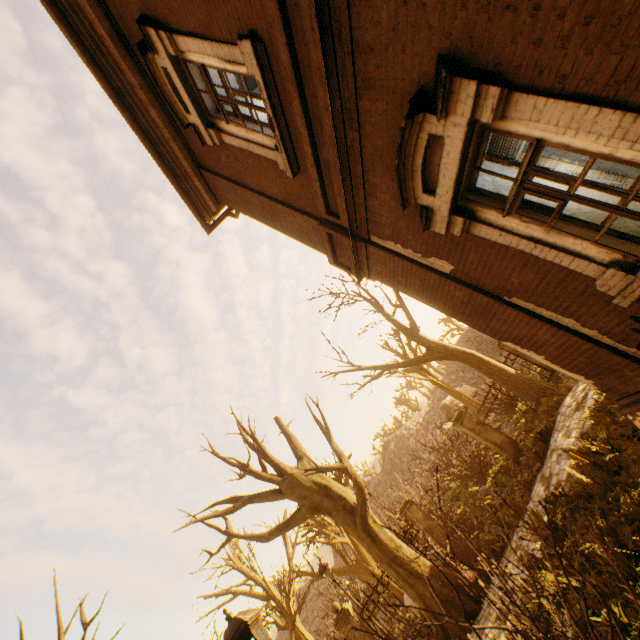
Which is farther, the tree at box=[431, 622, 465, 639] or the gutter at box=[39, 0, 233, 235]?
the tree at box=[431, 622, 465, 639]

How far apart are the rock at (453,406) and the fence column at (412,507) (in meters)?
25.55

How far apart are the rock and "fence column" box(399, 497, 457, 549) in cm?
2555

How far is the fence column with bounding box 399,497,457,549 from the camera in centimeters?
1094cm

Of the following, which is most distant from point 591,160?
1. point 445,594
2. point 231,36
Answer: point 445,594

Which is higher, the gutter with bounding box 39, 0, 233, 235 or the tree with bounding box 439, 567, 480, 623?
the gutter with bounding box 39, 0, 233, 235

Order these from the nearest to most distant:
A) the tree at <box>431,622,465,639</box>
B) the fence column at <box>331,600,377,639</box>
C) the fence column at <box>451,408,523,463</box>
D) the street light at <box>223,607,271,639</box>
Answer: the street light at <box>223,607,271,639</box> → the tree at <box>431,622,465,639</box> → the fence column at <box>331,600,377,639</box> → the fence column at <box>451,408,523,463</box>

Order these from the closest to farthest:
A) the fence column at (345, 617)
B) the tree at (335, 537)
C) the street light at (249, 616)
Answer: the street light at (249, 616), the tree at (335, 537), the fence column at (345, 617)
